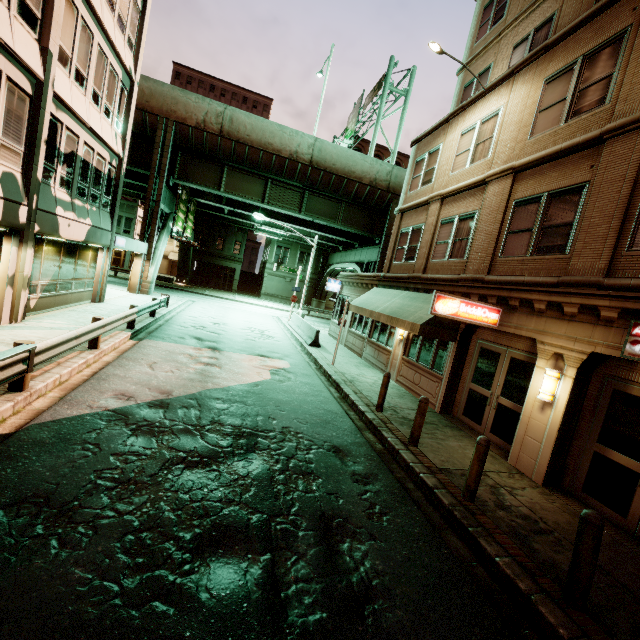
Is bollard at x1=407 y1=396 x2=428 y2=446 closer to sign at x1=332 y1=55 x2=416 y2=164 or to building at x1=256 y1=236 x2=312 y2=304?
sign at x1=332 y1=55 x2=416 y2=164

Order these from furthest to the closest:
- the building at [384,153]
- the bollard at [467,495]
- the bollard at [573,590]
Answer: the building at [384,153] < the bollard at [467,495] < the bollard at [573,590]

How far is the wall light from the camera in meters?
7.3 m

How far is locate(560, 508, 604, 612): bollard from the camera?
4.04m

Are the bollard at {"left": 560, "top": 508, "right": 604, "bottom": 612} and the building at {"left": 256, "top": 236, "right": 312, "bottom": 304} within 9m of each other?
no

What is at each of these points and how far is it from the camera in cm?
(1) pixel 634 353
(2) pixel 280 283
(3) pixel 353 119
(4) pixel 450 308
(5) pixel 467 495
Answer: (1) sign, 604
(2) building, 4759
(3) sign, 3641
(4) sign, 877
(5) bollard, 600

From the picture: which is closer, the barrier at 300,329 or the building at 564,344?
the building at 564,344

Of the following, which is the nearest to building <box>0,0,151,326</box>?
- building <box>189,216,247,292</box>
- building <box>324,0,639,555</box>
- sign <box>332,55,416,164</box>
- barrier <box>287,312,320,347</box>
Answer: barrier <box>287,312,320,347</box>
